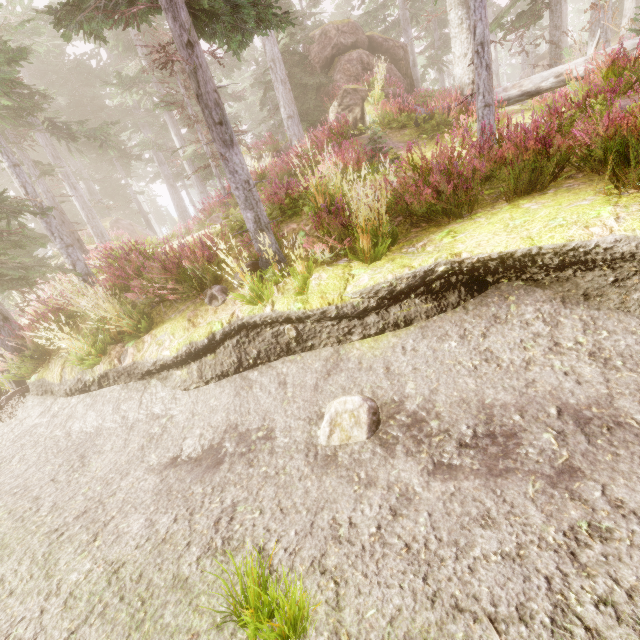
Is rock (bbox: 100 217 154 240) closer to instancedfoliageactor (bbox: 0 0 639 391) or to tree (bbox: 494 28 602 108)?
instancedfoliageactor (bbox: 0 0 639 391)

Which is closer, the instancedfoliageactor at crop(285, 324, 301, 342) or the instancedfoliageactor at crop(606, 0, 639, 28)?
the instancedfoliageactor at crop(285, 324, 301, 342)

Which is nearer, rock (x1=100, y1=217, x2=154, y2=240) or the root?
the root

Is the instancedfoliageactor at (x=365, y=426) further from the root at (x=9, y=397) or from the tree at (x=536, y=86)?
the root at (x=9, y=397)

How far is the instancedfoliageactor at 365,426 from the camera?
3.3m

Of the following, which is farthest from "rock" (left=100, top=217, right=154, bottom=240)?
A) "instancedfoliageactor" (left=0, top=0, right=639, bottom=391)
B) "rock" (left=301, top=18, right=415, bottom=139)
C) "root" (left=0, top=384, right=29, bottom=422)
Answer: "root" (left=0, top=384, right=29, bottom=422)

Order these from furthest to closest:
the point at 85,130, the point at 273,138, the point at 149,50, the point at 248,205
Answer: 1. the point at 273,138
2. the point at 149,50
3. the point at 85,130
4. the point at 248,205

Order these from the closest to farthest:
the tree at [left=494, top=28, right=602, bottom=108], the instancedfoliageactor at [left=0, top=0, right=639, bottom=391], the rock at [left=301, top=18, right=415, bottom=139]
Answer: the instancedfoliageactor at [left=0, top=0, right=639, bottom=391], the tree at [left=494, top=28, right=602, bottom=108], the rock at [left=301, top=18, right=415, bottom=139]
